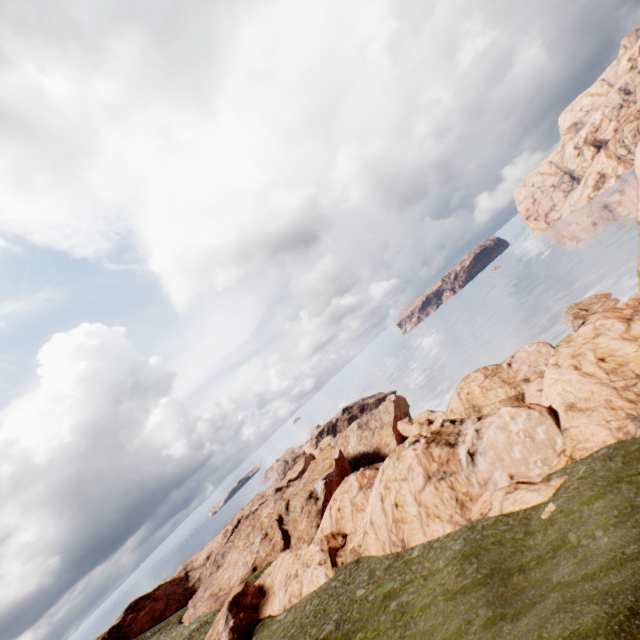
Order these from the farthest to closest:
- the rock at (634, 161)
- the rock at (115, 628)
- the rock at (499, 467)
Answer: the rock at (115, 628) → the rock at (634, 161) → the rock at (499, 467)

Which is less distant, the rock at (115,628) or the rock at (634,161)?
the rock at (634,161)

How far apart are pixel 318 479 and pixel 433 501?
39.03m

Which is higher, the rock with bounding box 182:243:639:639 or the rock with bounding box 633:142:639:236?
→ the rock with bounding box 633:142:639:236

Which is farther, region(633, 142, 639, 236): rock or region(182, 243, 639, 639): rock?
region(633, 142, 639, 236): rock

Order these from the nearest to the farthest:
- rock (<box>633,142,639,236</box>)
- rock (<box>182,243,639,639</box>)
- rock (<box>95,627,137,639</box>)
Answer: rock (<box>182,243,639,639</box>) < rock (<box>633,142,639,236</box>) < rock (<box>95,627,137,639</box>)
